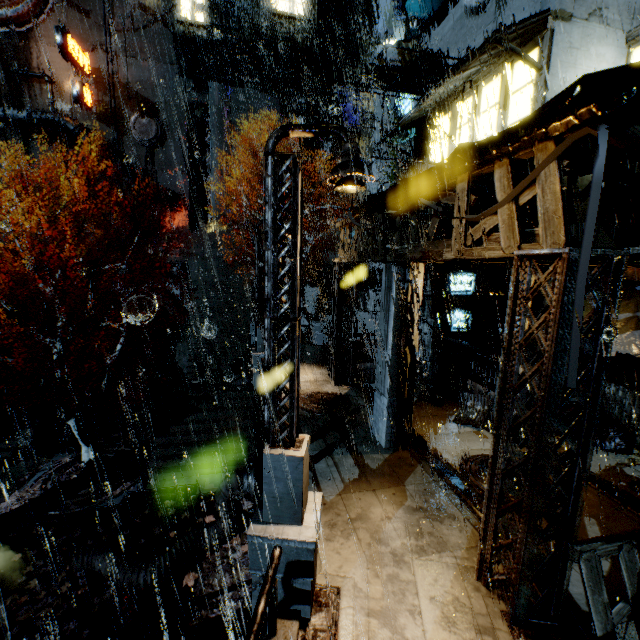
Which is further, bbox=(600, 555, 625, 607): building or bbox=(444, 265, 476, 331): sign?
bbox=(444, 265, 476, 331): sign

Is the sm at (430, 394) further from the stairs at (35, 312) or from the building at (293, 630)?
the stairs at (35, 312)

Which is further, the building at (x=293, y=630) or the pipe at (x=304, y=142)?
the pipe at (x=304, y=142)

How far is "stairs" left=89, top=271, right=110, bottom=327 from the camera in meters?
26.1

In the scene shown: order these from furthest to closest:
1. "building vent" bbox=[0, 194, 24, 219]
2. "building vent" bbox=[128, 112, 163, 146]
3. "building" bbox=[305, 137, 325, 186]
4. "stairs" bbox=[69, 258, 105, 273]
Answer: "building" bbox=[305, 137, 325, 186] → "building vent" bbox=[128, 112, 163, 146] → "building vent" bbox=[0, 194, 24, 219] → "stairs" bbox=[69, 258, 105, 273]

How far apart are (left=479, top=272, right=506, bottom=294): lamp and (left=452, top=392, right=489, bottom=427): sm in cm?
508

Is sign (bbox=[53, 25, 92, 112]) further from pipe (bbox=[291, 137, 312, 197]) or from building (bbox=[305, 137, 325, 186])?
pipe (bbox=[291, 137, 312, 197])

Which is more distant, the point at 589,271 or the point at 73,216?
the point at 73,216
